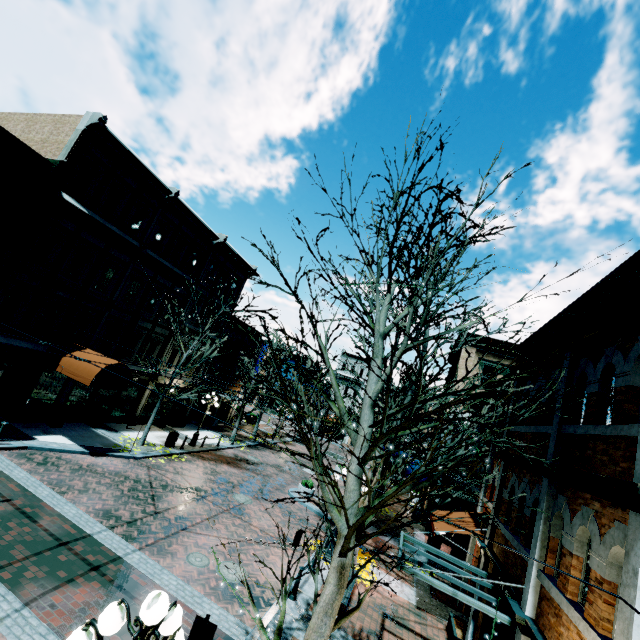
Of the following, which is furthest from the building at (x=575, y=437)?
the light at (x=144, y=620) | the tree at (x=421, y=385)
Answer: the light at (x=144, y=620)

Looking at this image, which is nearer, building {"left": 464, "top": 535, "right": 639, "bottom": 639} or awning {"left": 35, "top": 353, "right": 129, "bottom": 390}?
building {"left": 464, "top": 535, "right": 639, "bottom": 639}

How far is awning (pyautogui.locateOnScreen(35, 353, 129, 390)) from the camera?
14.05m

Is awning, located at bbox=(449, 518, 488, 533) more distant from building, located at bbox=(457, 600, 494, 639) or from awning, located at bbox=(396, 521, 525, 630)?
awning, located at bbox=(396, 521, 525, 630)

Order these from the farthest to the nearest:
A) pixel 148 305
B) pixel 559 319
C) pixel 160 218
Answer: pixel 148 305 < pixel 160 218 < pixel 559 319

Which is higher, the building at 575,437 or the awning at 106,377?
the building at 575,437

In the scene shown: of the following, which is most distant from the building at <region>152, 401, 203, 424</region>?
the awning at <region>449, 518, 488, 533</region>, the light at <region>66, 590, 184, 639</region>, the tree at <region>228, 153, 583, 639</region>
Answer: the light at <region>66, 590, 184, 639</region>

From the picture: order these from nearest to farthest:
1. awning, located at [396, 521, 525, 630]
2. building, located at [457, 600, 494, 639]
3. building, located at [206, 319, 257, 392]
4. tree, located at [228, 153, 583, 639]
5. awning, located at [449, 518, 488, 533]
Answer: tree, located at [228, 153, 583, 639], awning, located at [396, 521, 525, 630], building, located at [457, 600, 494, 639], awning, located at [449, 518, 488, 533], building, located at [206, 319, 257, 392]
